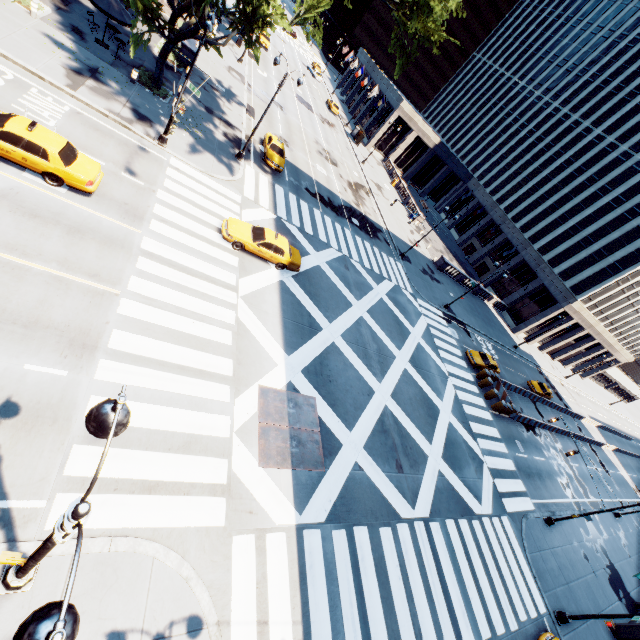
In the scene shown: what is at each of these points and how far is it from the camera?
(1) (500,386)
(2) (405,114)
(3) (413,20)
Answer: (1) concrete barrier, 32.84m
(2) building, 57.84m
(3) tree, 16.06m

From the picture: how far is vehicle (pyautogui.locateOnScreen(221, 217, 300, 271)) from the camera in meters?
18.2

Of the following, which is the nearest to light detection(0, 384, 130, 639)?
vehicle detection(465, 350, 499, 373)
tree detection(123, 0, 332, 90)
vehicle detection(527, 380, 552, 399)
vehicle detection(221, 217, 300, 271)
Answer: vehicle detection(221, 217, 300, 271)

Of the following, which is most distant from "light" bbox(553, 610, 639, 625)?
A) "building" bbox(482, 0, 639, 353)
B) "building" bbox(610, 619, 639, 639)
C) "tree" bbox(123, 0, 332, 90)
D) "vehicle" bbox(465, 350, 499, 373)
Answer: "building" bbox(482, 0, 639, 353)

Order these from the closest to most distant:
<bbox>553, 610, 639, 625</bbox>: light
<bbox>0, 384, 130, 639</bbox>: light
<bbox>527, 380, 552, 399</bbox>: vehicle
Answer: <bbox>0, 384, 130, 639</bbox>: light, <bbox>553, 610, 639, 625</bbox>: light, <bbox>527, 380, 552, 399</bbox>: vehicle

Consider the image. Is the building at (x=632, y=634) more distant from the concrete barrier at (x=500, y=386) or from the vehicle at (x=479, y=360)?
the vehicle at (x=479, y=360)

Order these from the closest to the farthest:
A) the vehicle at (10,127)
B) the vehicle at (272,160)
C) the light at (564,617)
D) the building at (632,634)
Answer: the vehicle at (10,127) → the light at (564,617) → the building at (632,634) → the vehicle at (272,160)

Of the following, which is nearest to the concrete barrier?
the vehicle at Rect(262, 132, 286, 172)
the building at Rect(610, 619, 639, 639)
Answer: the building at Rect(610, 619, 639, 639)
